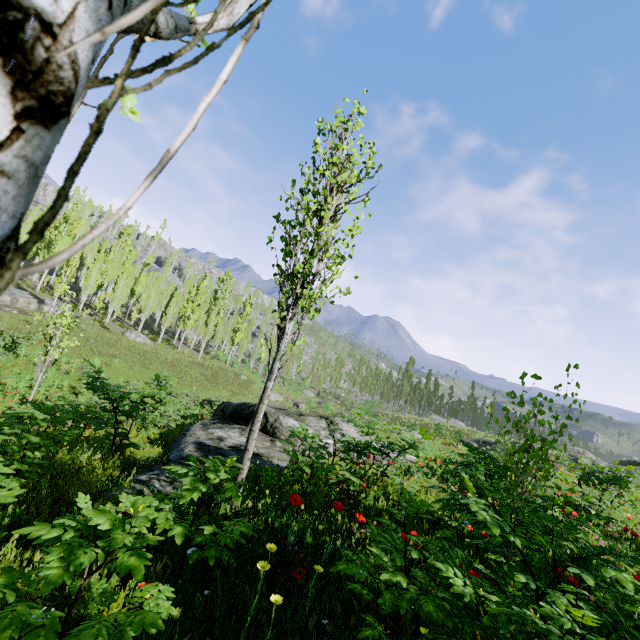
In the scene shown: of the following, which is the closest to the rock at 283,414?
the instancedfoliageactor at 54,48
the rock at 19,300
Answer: the instancedfoliageactor at 54,48

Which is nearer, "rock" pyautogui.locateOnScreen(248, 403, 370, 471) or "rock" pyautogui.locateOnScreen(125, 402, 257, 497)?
"rock" pyautogui.locateOnScreen(125, 402, 257, 497)

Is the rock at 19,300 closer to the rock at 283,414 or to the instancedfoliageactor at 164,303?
the instancedfoliageactor at 164,303

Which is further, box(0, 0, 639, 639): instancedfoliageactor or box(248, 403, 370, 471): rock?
box(248, 403, 370, 471): rock

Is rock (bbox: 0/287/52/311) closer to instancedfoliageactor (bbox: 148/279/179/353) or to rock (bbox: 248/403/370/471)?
instancedfoliageactor (bbox: 148/279/179/353)

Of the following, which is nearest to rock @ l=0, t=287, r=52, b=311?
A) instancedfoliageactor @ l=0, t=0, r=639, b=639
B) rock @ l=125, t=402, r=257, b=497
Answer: instancedfoliageactor @ l=0, t=0, r=639, b=639

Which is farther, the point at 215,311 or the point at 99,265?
the point at 215,311
